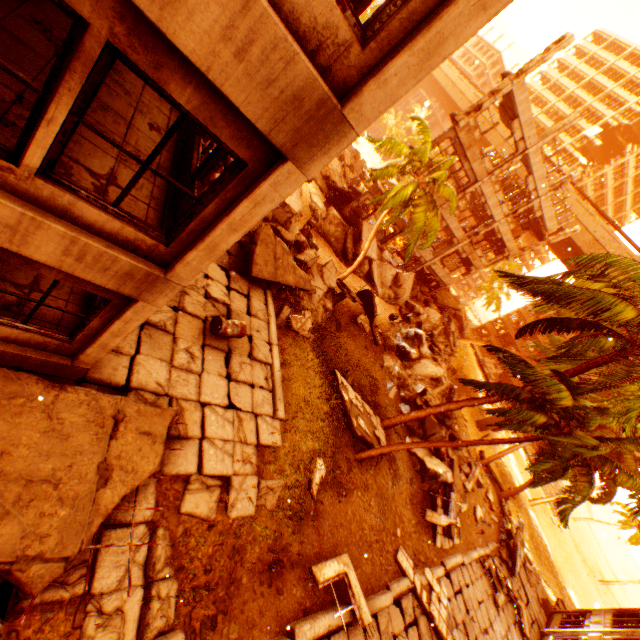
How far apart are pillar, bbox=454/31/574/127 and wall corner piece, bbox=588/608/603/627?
30.9m

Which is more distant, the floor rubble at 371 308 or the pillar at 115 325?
the floor rubble at 371 308

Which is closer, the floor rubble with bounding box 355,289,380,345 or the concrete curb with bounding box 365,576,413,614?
the concrete curb with bounding box 365,576,413,614

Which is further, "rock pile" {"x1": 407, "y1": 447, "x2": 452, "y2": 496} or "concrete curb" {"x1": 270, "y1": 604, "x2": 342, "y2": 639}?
"rock pile" {"x1": 407, "y1": 447, "x2": 452, "y2": 496}

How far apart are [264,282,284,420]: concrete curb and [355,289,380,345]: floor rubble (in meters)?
7.76

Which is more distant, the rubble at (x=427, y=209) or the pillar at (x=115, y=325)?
the rubble at (x=427, y=209)

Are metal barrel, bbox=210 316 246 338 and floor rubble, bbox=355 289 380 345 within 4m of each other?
no

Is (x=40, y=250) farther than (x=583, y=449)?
No
